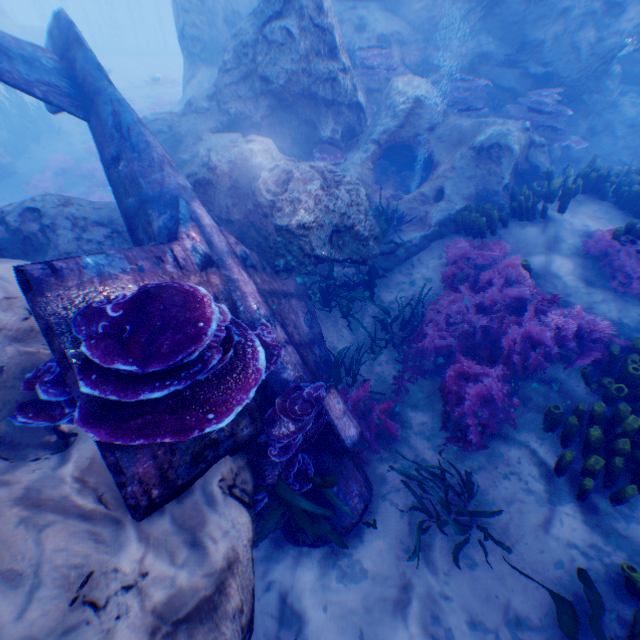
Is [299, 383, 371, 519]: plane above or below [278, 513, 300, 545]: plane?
above

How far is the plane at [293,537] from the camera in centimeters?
437cm

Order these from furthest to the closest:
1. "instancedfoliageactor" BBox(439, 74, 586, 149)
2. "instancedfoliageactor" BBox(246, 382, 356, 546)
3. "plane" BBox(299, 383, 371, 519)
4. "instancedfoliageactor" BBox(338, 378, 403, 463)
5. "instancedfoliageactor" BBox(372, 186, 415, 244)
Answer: "instancedfoliageactor" BBox(439, 74, 586, 149) → "instancedfoliageactor" BBox(372, 186, 415, 244) → "instancedfoliageactor" BBox(338, 378, 403, 463) → "plane" BBox(299, 383, 371, 519) → "instancedfoliageactor" BBox(246, 382, 356, 546)

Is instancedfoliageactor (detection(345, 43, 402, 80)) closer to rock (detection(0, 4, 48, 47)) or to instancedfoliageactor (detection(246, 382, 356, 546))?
rock (detection(0, 4, 48, 47))

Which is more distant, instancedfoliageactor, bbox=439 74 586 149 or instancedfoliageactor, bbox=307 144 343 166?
instancedfoliageactor, bbox=439 74 586 149

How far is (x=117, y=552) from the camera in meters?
2.5 m

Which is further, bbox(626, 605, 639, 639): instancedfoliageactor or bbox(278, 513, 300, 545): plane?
bbox(278, 513, 300, 545): plane

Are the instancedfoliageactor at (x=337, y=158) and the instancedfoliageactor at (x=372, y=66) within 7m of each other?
yes
